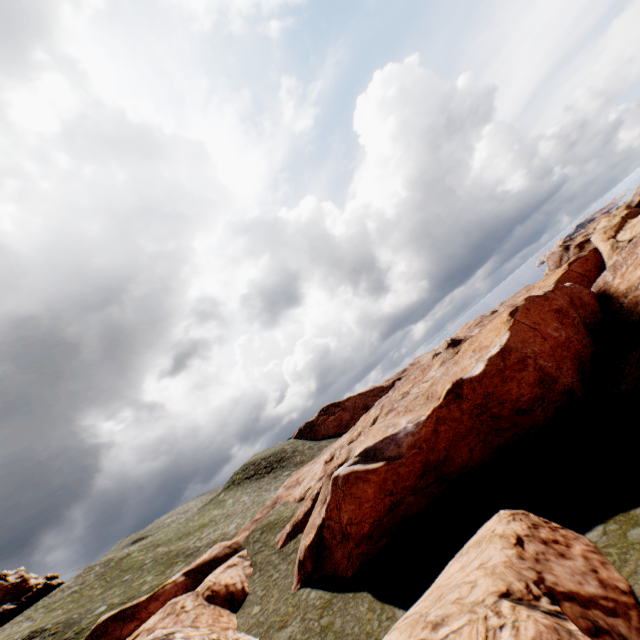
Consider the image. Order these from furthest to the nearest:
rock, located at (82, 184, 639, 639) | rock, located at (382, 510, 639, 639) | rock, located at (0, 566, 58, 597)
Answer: rock, located at (0, 566, 58, 597) < rock, located at (82, 184, 639, 639) < rock, located at (382, 510, 639, 639)

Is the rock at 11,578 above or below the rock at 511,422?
above

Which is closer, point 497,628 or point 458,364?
point 497,628

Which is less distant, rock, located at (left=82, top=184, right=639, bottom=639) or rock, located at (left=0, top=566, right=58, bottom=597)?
rock, located at (left=82, top=184, right=639, bottom=639)

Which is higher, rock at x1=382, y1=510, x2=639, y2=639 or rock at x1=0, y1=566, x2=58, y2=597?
rock at x1=0, y1=566, x2=58, y2=597

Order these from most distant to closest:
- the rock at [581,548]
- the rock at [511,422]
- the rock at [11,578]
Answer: the rock at [11,578] < the rock at [511,422] < the rock at [581,548]
